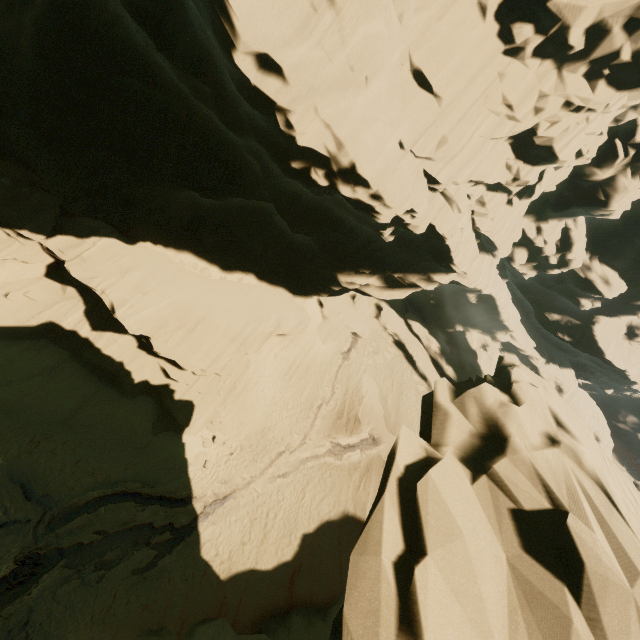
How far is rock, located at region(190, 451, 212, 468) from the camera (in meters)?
18.69

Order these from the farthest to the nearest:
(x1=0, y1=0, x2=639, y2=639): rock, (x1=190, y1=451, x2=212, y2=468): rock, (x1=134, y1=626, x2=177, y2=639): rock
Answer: (x1=190, y1=451, x2=212, y2=468): rock
(x1=134, y1=626, x2=177, y2=639): rock
(x1=0, y1=0, x2=639, y2=639): rock

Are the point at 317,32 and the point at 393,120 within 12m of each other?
yes

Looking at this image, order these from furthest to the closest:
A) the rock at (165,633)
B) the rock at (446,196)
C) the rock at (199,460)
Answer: the rock at (199,460), the rock at (165,633), the rock at (446,196)

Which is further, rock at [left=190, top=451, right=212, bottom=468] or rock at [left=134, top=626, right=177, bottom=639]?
rock at [left=190, top=451, right=212, bottom=468]

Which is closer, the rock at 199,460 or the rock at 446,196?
the rock at 446,196
